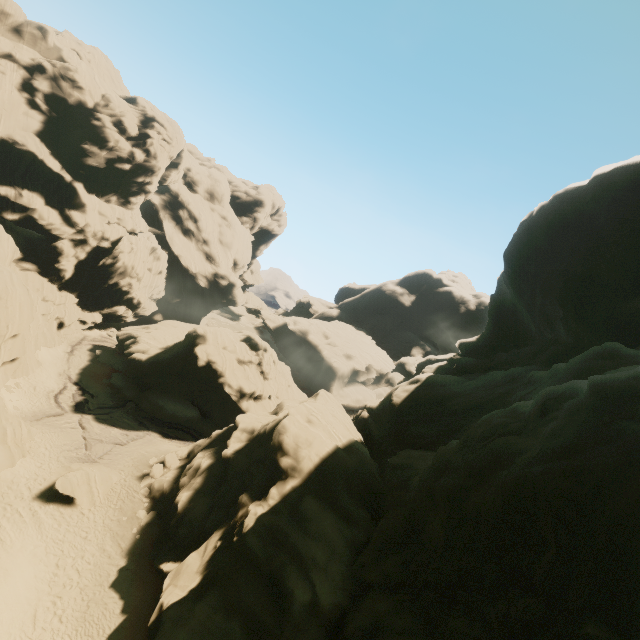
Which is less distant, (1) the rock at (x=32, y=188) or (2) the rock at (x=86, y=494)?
(1) the rock at (x=32, y=188)

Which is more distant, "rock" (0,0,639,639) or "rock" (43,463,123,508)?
"rock" (43,463,123,508)

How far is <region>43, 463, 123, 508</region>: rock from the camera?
23.0m

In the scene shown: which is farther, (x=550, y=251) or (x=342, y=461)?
(x=550, y=251)

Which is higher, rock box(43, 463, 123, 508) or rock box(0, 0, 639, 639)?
rock box(0, 0, 639, 639)

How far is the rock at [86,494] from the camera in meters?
23.0 m
